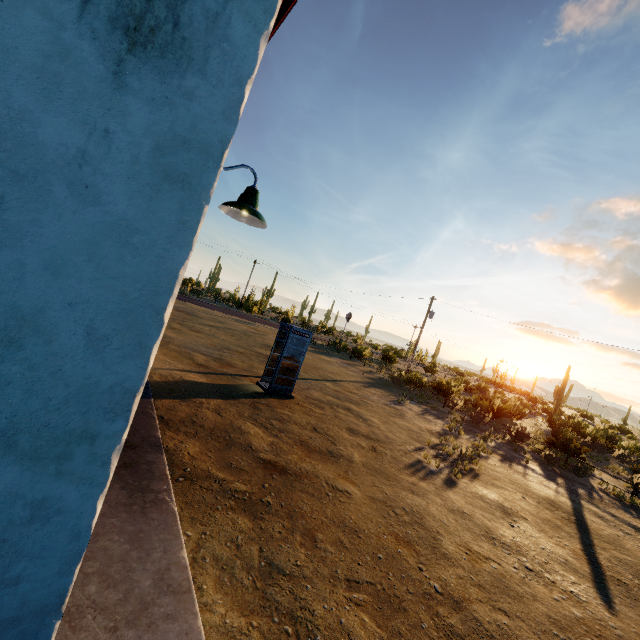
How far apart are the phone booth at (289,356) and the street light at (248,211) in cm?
895

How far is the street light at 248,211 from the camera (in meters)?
2.76

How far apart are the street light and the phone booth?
8.9m

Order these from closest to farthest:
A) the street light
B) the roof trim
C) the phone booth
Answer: the roof trim → the street light → the phone booth

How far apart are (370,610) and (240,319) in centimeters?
3242cm

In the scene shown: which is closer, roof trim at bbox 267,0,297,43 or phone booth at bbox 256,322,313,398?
roof trim at bbox 267,0,297,43

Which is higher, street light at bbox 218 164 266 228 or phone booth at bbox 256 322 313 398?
street light at bbox 218 164 266 228

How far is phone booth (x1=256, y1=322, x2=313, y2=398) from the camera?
12.1 meters
